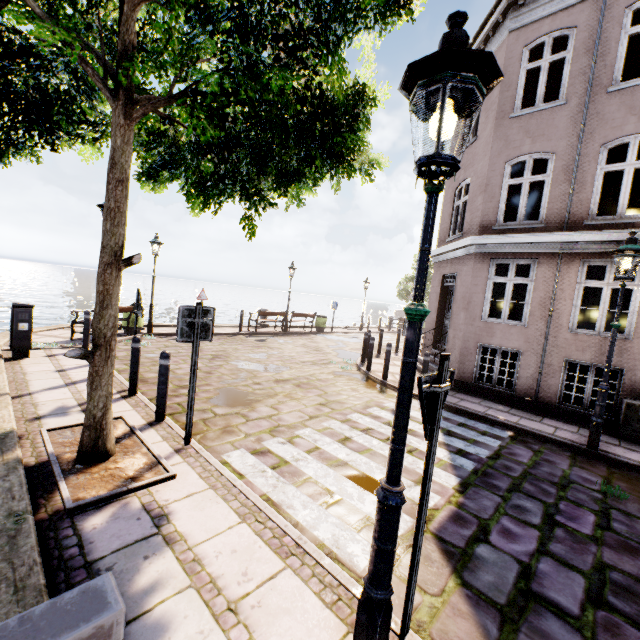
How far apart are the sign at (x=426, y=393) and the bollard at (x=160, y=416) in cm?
423

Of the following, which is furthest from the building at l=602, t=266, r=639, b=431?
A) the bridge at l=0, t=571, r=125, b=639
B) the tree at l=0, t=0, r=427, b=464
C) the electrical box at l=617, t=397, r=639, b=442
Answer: the bridge at l=0, t=571, r=125, b=639

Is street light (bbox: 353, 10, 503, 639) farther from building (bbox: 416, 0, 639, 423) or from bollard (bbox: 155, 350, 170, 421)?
building (bbox: 416, 0, 639, 423)

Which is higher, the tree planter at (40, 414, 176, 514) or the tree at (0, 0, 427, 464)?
the tree at (0, 0, 427, 464)

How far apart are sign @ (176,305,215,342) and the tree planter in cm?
141

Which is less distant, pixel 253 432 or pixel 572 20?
pixel 253 432

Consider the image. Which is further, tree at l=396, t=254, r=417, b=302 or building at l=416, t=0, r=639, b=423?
tree at l=396, t=254, r=417, b=302

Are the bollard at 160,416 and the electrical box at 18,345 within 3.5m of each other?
no
